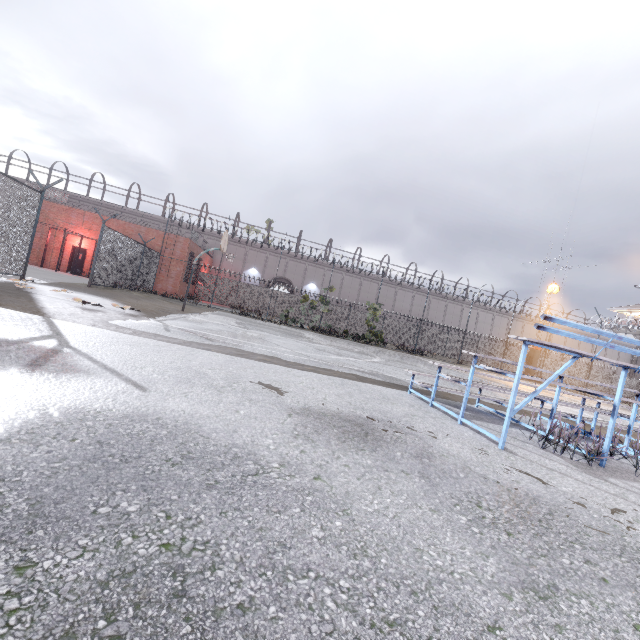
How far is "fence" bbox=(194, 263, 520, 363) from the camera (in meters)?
32.03

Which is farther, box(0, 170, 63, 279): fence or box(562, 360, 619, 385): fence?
box(562, 360, 619, 385): fence

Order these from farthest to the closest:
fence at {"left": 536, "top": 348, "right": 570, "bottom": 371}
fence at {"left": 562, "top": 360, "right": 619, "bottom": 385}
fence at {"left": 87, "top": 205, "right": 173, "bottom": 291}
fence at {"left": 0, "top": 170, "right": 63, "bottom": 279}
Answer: fence at {"left": 562, "top": 360, "right": 619, "bottom": 385} < fence at {"left": 536, "top": 348, "right": 570, "bottom": 371} < fence at {"left": 87, "top": 205, "right": 173, "bottom": 291} < fence at {"left": 0, "top": 170, "right": 63, "bottom": 279}

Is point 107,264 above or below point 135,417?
above

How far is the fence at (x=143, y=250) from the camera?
14.39m
